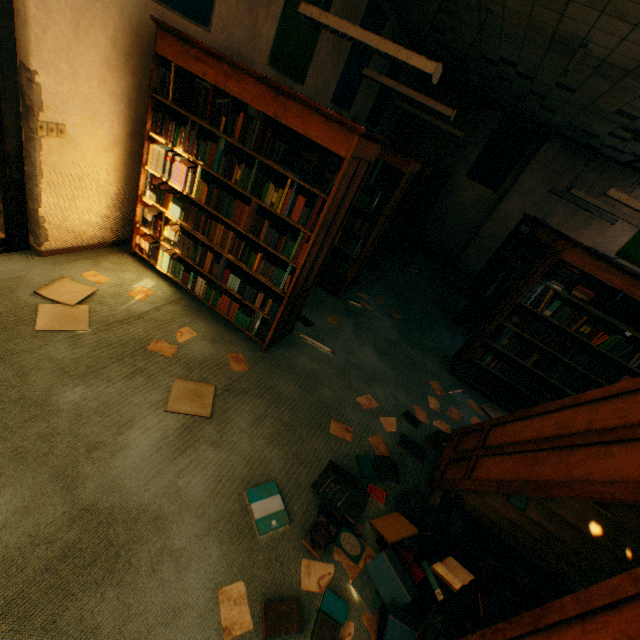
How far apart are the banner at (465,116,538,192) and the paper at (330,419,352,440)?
8.78m

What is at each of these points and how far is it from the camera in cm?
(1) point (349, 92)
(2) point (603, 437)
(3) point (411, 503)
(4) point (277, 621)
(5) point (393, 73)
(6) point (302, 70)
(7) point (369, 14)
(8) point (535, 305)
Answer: (1) banner, 612
(2) bookcase, 144
(3) book, 265
(4) book, 171
(5) banner, 723
(6) banner, 467
(7) banner, 524
(8) book, 389

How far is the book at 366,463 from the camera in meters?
2.7

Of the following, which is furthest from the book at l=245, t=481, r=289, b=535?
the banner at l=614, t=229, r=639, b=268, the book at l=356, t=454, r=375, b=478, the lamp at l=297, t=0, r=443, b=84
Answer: the banner at l=614, t=229, r=639, b=268

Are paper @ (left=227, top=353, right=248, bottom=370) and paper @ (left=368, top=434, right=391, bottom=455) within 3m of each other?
yes

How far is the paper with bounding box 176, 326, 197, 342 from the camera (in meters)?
3.04

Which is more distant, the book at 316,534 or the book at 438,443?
the book at 438,443

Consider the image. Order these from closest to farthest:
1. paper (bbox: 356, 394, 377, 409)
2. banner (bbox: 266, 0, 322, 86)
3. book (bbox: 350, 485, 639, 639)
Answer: book (bbox: 350, 485, 639, 639) → paper (bbox: 356, 394, 377, 409) → banner (bbox: 266, 0, 322, 86)
